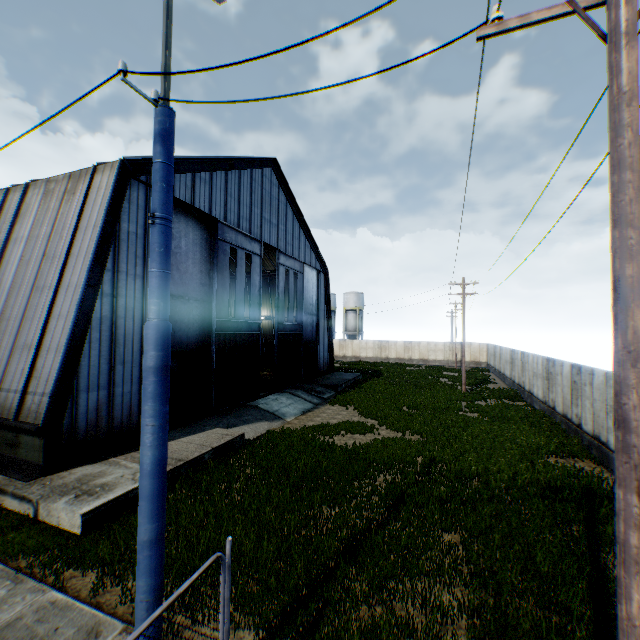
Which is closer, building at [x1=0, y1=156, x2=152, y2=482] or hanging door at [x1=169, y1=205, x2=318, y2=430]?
building at [x1=0, y1=156, x2=152, y2=482]

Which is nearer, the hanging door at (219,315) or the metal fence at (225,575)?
the metal fence at (225,575)

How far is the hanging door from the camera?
15.8m

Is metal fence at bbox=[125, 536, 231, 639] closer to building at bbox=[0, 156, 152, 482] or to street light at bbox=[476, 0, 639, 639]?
street light at bbox=[476, 0, 639, 639]

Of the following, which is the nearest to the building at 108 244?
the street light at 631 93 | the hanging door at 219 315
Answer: the hanging door at 219 315

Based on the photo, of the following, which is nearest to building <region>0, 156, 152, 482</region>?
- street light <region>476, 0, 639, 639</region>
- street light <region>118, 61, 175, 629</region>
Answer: street light <region>118, 61, 175, 629</region>

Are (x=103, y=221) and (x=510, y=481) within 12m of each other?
no

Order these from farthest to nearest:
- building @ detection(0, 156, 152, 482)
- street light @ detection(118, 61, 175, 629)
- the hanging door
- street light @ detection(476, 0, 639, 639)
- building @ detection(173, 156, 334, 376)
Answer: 1. building @ detection(173, 156, 334, 376)
2. the hanging door
3. building @ detection(0, 156, 152, 482)
4. street light @ detection(118, 61, 175, 629)
5. street light @ detection(476, 0, 639, 639)
